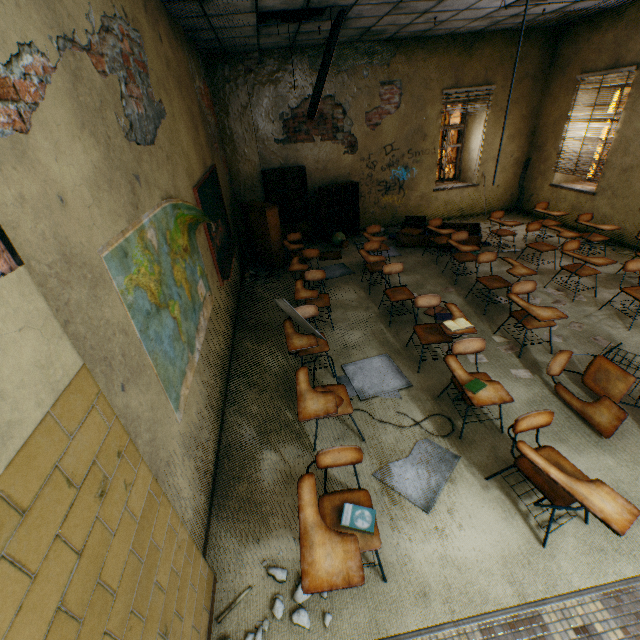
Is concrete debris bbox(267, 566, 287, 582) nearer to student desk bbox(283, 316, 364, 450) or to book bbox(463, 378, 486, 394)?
student desk bbox(283, 316, 364, 450)

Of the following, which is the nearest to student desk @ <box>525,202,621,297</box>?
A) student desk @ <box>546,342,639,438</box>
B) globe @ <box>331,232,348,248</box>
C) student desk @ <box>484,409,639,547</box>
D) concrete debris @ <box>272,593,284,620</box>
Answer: student desk @ <box>546,342,639,438</box>

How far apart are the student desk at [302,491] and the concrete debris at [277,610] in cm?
11

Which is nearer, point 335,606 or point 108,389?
point 108,389

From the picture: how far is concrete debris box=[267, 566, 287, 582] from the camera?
2.23m

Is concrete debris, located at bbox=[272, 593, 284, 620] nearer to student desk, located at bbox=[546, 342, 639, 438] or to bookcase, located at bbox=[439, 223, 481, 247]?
student desk, located at bbox=[546, 342, 639, 438]

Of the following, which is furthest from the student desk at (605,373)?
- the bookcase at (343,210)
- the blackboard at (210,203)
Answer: the bookcase at (343,210)

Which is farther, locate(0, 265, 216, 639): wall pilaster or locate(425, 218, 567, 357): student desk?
locate(425, 218, 567, 357): student desk
